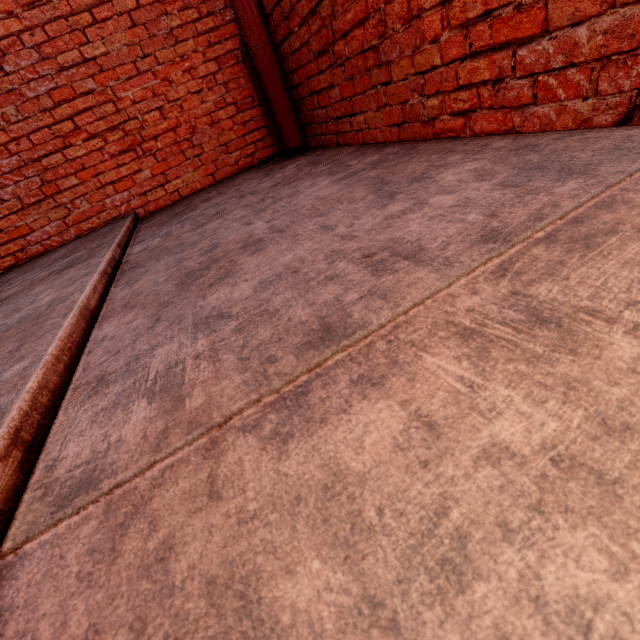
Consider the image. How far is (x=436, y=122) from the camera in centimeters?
178cm
